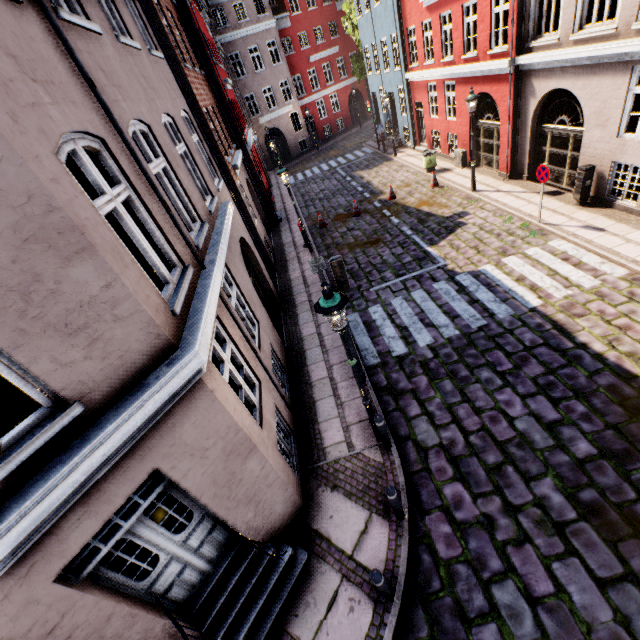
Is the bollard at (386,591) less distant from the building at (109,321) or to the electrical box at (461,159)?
the building at (109,321)

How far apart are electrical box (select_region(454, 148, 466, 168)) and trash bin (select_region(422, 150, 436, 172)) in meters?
0.9

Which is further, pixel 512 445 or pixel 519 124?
pixel 519 124

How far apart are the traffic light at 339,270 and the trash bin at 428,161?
14.6m

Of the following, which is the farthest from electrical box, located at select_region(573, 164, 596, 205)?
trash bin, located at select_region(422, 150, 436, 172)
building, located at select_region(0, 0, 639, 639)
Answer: trash bin, located at select_region(422, 150, 436, 172)

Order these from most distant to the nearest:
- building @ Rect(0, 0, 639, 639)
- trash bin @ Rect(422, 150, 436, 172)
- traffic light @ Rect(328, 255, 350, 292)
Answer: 1. trash bin @ Rect(422, 150, 436, 172)
2. traffic light @ Rect(328, 255, 350, 292)
3. building @ Rect(0, 0, 639, 639)

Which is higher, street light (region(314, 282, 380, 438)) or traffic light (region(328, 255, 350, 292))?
street light (region(314, 282, 380, 438))

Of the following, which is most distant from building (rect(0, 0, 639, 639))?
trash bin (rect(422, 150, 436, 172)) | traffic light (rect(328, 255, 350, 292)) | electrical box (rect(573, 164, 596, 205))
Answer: traffic light (rect(328, 255, 350, 292))
